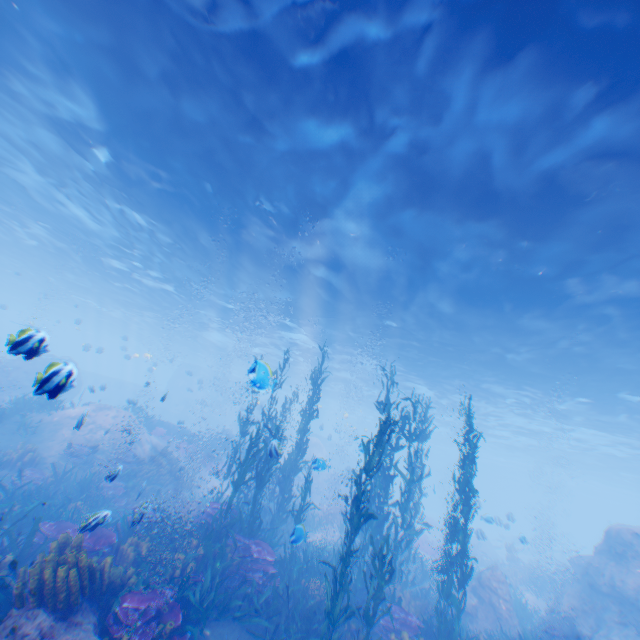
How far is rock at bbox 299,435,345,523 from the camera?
7.70m

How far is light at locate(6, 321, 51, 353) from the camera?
4.4 meters

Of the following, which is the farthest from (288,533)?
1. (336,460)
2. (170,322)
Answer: (336,460)

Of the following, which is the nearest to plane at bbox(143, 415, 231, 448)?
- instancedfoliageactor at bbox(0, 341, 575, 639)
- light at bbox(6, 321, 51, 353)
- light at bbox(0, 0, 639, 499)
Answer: instancedfoliageactor at bbox(0, 341, 575, 639)

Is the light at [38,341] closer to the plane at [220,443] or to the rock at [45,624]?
the rock at [45,624]

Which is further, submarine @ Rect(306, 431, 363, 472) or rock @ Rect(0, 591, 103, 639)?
submarine @ Rect(306, 431, 363, 472)

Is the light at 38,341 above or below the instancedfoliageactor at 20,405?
above

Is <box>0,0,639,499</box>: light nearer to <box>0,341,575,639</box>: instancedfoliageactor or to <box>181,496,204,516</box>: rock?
<box>181,496,204,516</box>: rock
